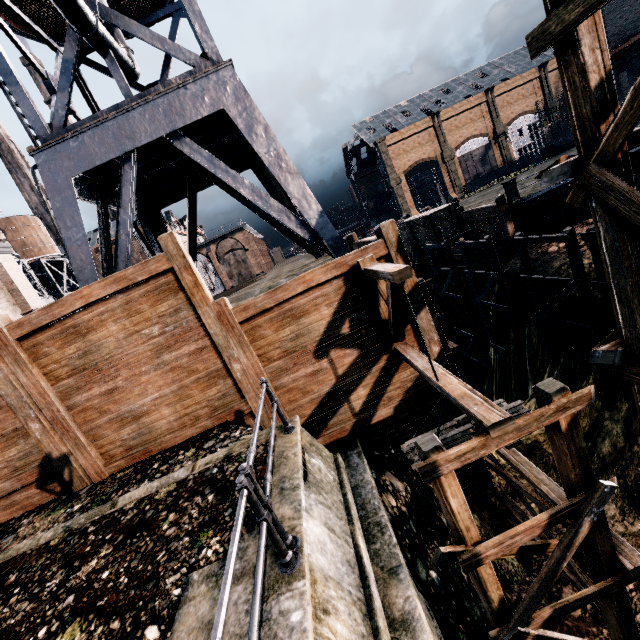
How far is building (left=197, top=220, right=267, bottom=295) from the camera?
53.59m

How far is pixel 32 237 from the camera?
43.5 meters

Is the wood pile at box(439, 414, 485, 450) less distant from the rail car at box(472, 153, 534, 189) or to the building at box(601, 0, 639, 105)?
the building at box(601, 0, 639, 105)

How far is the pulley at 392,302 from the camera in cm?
569

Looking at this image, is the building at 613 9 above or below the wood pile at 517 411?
above

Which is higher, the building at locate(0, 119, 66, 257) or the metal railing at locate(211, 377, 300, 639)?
the building at locate(0, 119, 66, 257)

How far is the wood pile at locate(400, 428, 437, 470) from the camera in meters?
6.4 m

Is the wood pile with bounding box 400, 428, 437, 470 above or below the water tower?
below
